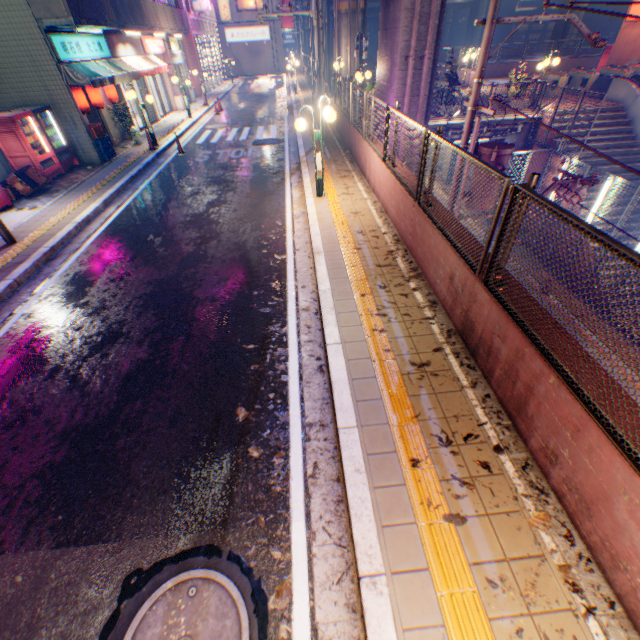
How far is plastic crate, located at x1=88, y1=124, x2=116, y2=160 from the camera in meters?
13.0

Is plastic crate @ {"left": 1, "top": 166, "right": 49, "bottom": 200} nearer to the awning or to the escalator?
the awning

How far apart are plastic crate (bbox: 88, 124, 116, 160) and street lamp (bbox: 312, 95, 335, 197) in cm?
1001

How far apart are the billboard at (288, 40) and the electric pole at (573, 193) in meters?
52.8

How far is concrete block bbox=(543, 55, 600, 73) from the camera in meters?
27.2 m

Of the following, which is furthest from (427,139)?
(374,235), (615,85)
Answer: (615,85)

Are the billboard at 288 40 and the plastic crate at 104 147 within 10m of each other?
no

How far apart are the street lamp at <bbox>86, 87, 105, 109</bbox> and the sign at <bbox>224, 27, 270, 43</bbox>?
44.1 meters
